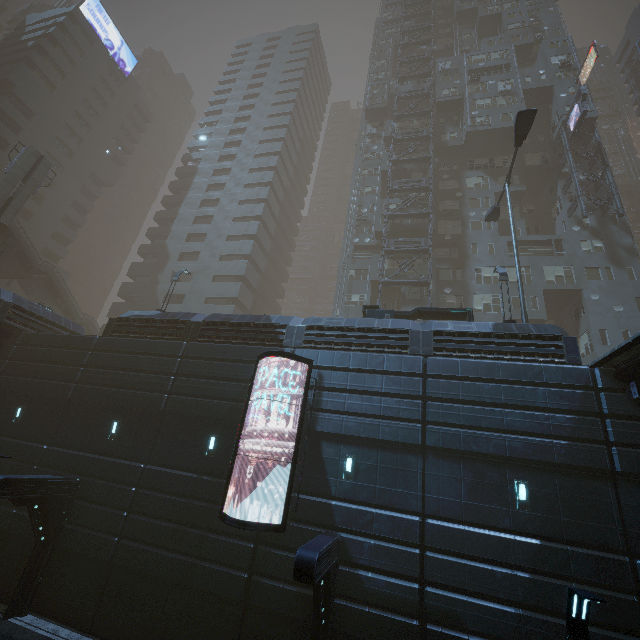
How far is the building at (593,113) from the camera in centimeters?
3169cm

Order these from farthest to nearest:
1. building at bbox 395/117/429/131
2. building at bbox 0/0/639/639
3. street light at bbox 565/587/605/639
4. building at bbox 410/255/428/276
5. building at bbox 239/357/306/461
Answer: building at bbox 395/117/429/131, building at bbox 410/255/428/276, building at bbox 239/357/306/461, building at bbox 0/0/639/639, street light at bbox 565/587/605/639

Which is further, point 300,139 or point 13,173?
point 300,139

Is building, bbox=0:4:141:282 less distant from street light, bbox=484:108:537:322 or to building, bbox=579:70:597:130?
building, bbox=579:70:597:130

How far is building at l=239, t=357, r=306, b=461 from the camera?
13.6m

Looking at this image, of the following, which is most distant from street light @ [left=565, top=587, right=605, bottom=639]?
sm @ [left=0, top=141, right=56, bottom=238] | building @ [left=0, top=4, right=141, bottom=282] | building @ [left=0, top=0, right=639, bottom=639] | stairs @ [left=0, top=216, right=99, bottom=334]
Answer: building @ [left=0, top=4, right=141, bottom=282]

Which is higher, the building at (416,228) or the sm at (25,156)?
the building at (416,228)

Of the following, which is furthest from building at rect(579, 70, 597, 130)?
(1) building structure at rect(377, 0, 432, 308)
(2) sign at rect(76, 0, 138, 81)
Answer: (2) sign at rect(76, 0, 138, 81)
